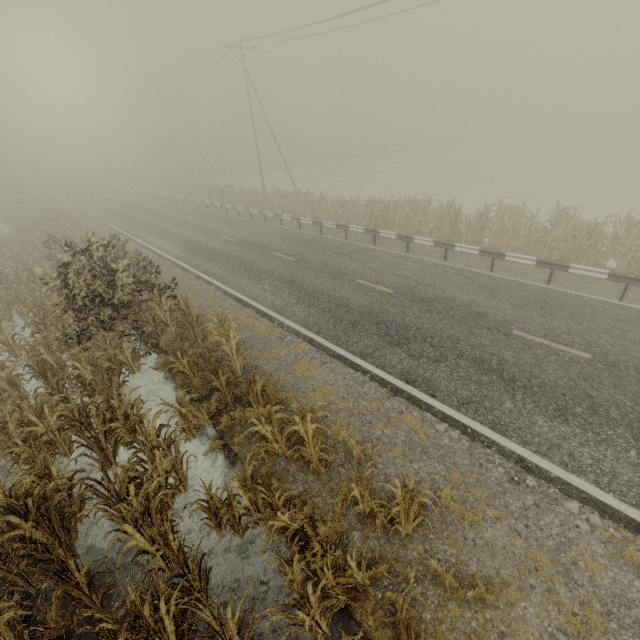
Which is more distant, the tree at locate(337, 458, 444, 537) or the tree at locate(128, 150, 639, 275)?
the tree at locate(128, 150, 639, 275)

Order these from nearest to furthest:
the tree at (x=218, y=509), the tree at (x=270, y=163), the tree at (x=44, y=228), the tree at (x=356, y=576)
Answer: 1. the tree at (x=356, y=576)
2. the tree at (x=44, y=228)
3. the tree at (x=218, y=509)
4. the tree at (x=270, y=163)

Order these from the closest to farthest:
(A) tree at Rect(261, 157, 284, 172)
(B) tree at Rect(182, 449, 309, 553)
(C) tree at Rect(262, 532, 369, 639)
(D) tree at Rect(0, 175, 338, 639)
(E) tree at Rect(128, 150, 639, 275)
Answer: (C) tree at Rect(262, 532, 369, 639) < (D) tree at Rect(0, 175, 338, 639) < (B) tree at Rect(182, 449, 309, 553) < (E) tree at Rect(128, 150, 639, 275) < (A) tree at Rect(261, 157, 284, 172)

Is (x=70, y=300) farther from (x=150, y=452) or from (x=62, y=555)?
(x=62, y=555)

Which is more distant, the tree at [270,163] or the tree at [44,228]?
the tree at [270,163]

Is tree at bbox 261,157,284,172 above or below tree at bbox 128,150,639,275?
above

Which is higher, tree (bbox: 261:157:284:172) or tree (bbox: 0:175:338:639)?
tree (bbox: 261:157:284:172)
